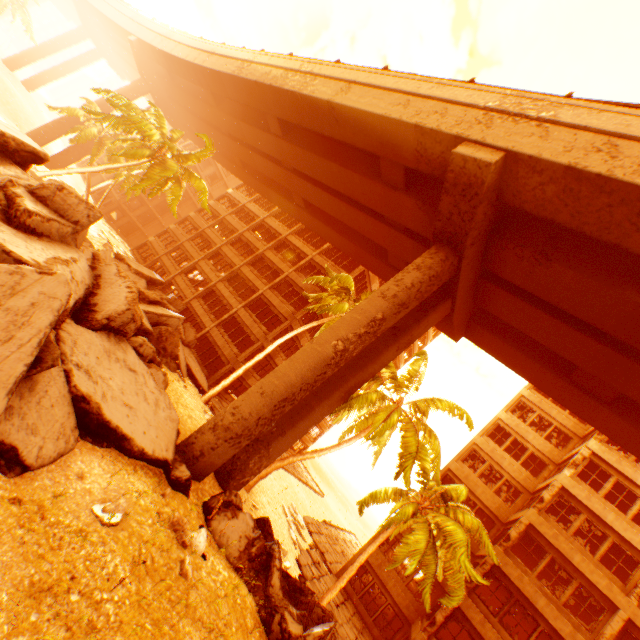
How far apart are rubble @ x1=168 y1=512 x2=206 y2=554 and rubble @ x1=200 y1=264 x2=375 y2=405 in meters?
12.0

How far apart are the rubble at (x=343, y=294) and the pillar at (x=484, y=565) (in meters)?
16.34

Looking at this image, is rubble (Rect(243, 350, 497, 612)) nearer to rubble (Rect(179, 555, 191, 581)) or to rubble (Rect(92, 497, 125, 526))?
rubble (Rect(179, 555, 191, 581))

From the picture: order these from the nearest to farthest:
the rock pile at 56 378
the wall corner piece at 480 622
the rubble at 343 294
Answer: the rock pile at 56 378, the wall corner piece at 480 622, the rubble at 343 294

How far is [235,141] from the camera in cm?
3153

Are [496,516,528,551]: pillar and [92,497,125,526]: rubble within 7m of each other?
no

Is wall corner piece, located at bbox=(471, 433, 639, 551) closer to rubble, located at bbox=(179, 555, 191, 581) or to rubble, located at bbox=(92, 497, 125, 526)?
rubble, located at bbox=(179, 555, 191, 581)

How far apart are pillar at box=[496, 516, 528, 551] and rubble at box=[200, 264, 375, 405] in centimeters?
1622cm
